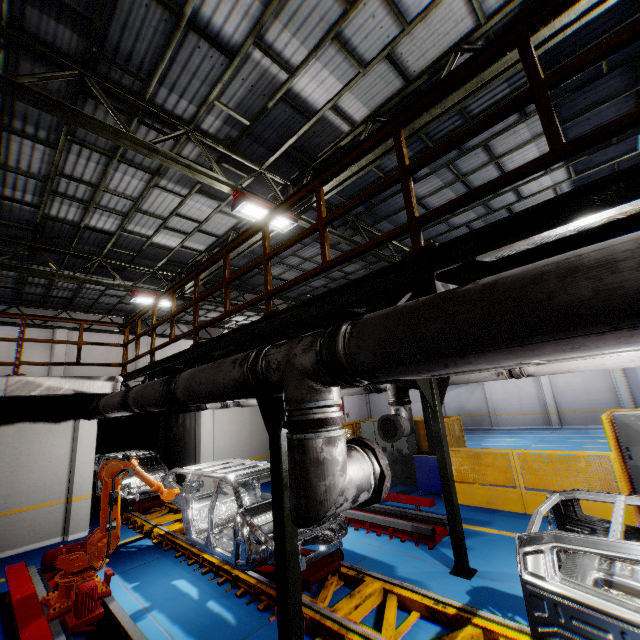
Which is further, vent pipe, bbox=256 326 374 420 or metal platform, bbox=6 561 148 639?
metal platform, bbox=6 561 148 639

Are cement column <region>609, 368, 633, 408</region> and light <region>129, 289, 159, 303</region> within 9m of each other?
no

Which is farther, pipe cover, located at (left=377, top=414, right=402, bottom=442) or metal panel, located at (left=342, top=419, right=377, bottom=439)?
metal panel, located at (left=342, top=419, right=377, bottom=439)

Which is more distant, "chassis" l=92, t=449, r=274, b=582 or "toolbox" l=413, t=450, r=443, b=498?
"toolbox" l=413, t=450, r=443, b=498

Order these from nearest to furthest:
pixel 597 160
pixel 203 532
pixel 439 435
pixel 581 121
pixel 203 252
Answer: pixel 439 435, pixel 203 532, pixel 581 121, pixel 597 160, pixel 203 252

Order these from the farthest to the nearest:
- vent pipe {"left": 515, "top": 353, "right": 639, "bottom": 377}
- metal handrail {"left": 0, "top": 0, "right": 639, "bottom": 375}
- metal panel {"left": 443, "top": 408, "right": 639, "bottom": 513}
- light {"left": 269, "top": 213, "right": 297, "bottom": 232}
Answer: light {"left": 269, "top": 213, "right": 297, "bottom": 232} → metal panel {"left": 443, "top": 408, "right": 639, "bottom": 513} → vent pipe {"left": 515, "top": 353, "right": 639, "bottom": 377} → metal handrail {"left": 0, "top": 0, "right": 639, "bottom": 375}

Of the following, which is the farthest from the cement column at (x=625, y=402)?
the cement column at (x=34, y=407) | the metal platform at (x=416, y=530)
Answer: the cement column at (x=34, y=407)

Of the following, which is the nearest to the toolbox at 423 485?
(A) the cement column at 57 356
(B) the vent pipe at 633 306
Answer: (B) the vent pipe at 633 306
